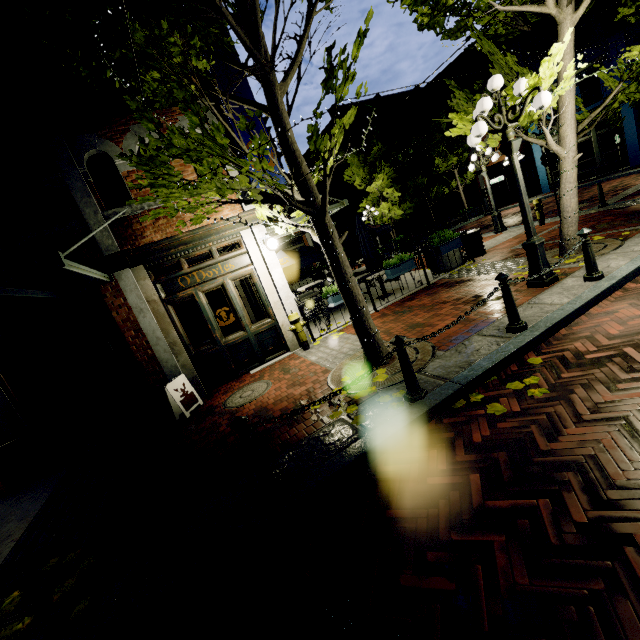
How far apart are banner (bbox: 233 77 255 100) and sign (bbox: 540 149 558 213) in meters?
9.8

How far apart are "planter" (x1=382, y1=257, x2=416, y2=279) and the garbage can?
2.63m

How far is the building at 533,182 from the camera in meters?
22.7 m

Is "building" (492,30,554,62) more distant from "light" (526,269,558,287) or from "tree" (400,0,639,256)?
"light" (526,269,558,287)

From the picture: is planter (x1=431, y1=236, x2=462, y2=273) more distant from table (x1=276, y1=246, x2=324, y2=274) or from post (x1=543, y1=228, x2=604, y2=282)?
post (x1=543, y1=228, x2=604, y2=282)

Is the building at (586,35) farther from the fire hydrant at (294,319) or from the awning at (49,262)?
the awning at (49,262)

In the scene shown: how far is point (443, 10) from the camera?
5.3 meters

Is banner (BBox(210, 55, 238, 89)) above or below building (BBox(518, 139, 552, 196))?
above
